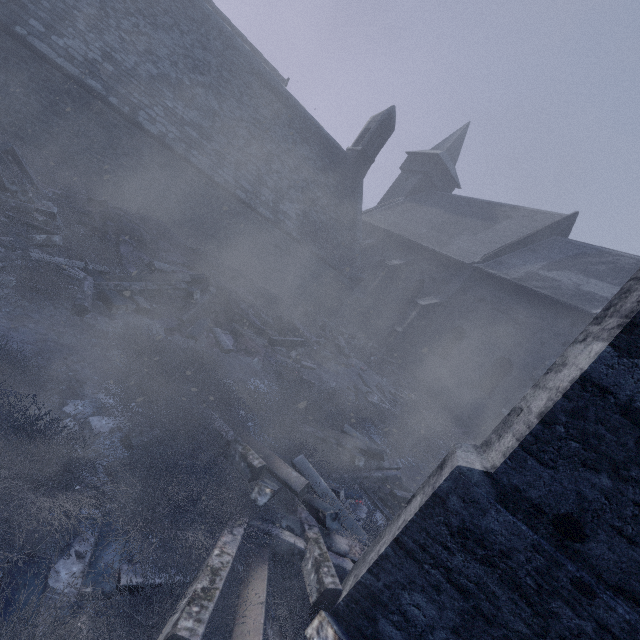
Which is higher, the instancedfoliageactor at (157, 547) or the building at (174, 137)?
the building at (174, 137)

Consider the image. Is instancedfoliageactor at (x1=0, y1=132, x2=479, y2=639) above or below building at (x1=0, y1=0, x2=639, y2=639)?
below

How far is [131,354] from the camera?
4.5 meters
